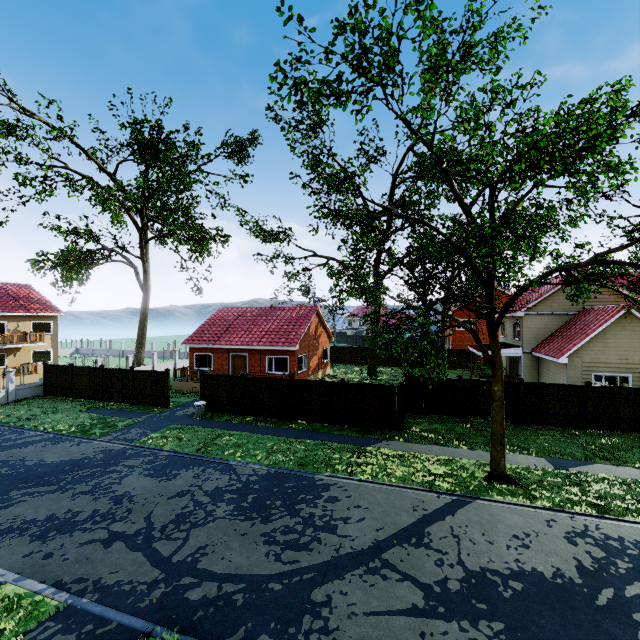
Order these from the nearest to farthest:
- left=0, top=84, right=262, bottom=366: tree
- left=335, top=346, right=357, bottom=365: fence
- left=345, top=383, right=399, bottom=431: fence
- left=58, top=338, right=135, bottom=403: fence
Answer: left=345, top=383, right=399, bottom=431: fence → left=58, top=338, right=135, bottom=403: fence → left=0, top=84, right=262, bottom=366: tree → left=335, top=346, right=357, bottom=365: fence

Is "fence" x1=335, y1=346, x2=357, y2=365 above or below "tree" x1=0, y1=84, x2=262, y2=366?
below

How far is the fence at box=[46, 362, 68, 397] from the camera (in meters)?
23.77

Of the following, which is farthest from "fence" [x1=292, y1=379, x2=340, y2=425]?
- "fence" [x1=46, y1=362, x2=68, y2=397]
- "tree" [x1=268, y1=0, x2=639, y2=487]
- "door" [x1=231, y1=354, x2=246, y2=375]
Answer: "door" [x1=231, y1=354, x2=246, y2=375]

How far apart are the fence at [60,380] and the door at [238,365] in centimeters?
1134cm

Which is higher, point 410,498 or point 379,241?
point 379,241

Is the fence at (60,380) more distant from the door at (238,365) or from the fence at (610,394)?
the door at (238,365)
